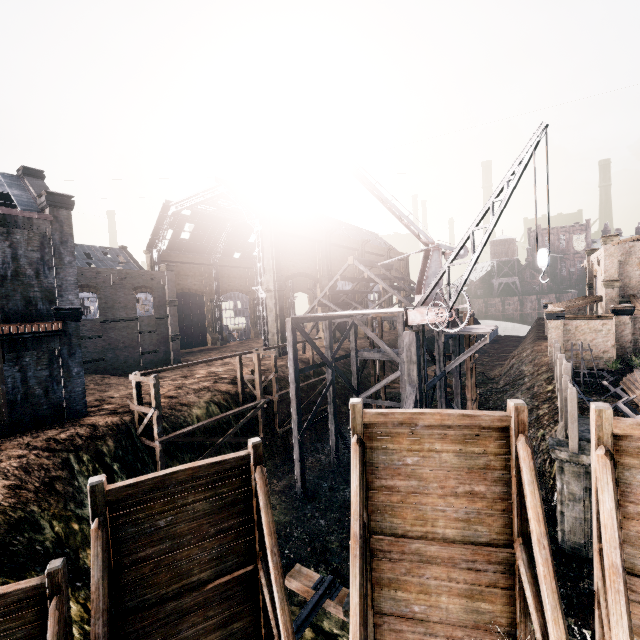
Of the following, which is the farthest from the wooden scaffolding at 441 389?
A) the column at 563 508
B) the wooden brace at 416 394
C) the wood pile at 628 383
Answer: the wood pile at 628 383

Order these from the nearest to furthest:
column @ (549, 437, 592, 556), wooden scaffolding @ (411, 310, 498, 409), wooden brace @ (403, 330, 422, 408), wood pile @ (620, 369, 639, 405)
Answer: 1. column @ (549, 437, 592, 556)
2. wooden brace @ (403, 330, 422, 408)
3. wooden scaffolding @ (411, 310, 498, 409)
4. wood pile @ (620, 369, 639, 405)

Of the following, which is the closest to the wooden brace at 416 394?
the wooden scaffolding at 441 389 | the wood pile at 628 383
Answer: the wooden scaffolding at 441 389

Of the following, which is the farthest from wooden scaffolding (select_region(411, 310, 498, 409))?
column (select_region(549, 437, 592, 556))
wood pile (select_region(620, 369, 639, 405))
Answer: wood pile (select_region(620, 369, 639, 405))

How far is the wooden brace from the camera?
15.5 meters

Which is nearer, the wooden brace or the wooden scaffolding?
the wooden brace

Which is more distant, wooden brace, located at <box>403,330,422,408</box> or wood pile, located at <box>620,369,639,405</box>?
wood pile, located at <box>620,369,639,405</box>

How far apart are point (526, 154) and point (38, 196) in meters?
25.6 m
